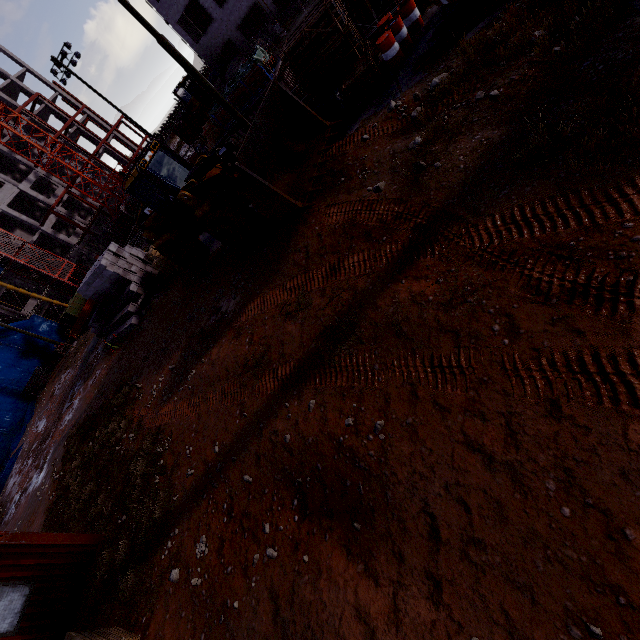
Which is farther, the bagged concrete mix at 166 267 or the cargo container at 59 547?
the bagged concrete mix at 166 267

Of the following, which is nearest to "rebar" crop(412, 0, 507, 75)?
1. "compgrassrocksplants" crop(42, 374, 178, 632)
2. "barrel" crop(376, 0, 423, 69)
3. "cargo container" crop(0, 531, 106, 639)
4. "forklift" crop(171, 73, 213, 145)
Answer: "barrel" crop(376, 0, 423, 69)

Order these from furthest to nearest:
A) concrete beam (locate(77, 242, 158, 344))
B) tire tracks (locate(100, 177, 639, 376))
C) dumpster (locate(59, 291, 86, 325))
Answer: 1. dumpster (locate(59, 291, 86, 325))
2. concrete beam (locate(77, 242, 158, 344))
3. tire tracks (locate(100, 177, 639, 376))

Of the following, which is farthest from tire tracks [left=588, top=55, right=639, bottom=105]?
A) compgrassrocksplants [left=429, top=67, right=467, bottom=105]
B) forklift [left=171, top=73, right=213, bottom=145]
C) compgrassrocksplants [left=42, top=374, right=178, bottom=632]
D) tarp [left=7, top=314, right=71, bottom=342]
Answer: forklift [left=171, top=73, right=213, bottom=145]

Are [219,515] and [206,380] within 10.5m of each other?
yes

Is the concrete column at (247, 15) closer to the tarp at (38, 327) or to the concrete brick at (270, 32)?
the concrete brick at (270, 32)

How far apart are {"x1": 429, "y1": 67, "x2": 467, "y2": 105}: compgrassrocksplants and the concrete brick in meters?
30.2 m

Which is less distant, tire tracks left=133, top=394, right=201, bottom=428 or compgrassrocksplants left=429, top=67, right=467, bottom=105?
compgrassrocksplants left=429, top=67, right=467, bottom=105
